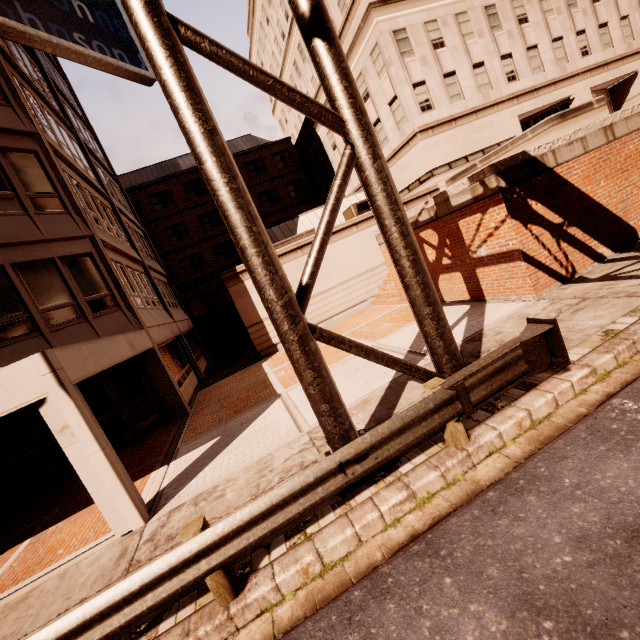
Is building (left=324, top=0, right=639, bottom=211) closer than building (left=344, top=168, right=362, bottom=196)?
Yes

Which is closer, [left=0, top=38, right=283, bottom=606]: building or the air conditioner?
[left=0, top=38, right=283, bottom=606]: building

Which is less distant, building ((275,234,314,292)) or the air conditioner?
building ((275,234,314,292))

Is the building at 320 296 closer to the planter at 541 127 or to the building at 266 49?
the building at 266 49

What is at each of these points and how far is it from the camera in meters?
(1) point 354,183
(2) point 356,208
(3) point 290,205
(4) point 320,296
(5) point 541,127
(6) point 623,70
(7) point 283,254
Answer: (1) building, 28.3 m
(2) air conditioner, 19.7 m
(3) building, 36.7 m
(4) building, 17.9 m
(5) planter, 10.1 m
(6) building, 23.5 m
(7) building, 17.2 m

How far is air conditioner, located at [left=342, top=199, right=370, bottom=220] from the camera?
Result: 19.73m

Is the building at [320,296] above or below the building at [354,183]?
below

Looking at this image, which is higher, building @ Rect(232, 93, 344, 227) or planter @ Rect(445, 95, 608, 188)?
building @ Rect(232, 93, 344, 227)
